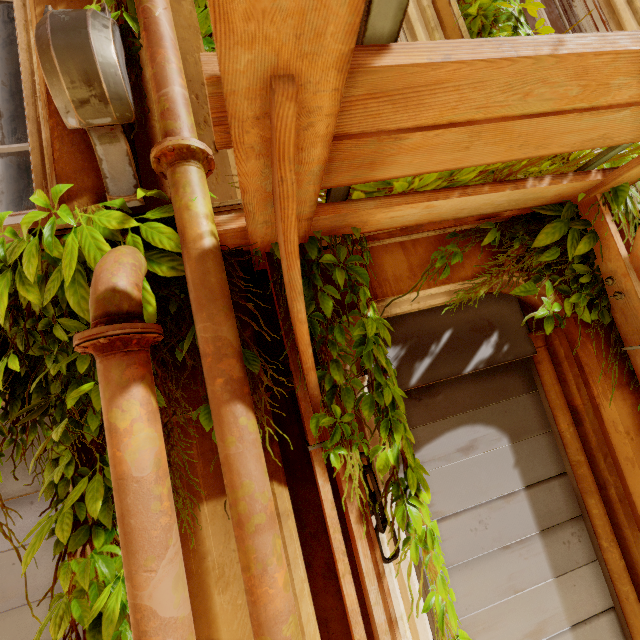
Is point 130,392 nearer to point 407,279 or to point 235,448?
point 235,448

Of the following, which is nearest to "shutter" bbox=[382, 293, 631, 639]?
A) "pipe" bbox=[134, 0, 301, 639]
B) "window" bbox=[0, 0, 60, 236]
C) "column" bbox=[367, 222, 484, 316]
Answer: "column" bbox=[367, 222, 484, 316]

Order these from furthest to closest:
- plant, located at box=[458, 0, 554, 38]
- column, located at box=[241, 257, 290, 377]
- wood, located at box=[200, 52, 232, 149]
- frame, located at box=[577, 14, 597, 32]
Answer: frame, located at box=[577, 14, 597, 32]
plant, located at box=[458, 0, 554, 38]
column, located at box=[241, 257, 290, 377]
wood, located at box=[200, 52, 232, 149]

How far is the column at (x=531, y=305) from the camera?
2.2m

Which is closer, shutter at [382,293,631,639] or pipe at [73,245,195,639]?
pipe at [73,245,195,639]

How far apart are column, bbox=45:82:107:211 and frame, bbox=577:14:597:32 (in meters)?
2.84

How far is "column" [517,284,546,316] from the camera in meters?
2.2

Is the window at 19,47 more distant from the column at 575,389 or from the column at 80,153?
the column at 575,389
